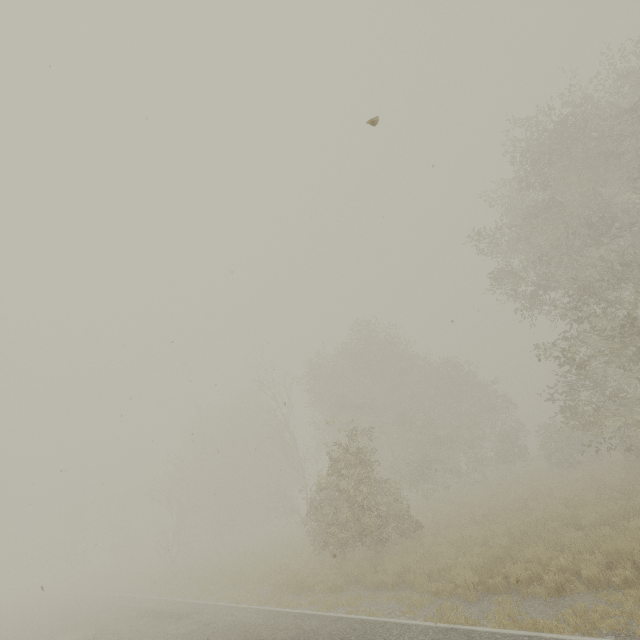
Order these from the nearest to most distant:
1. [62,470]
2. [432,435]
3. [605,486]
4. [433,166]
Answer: [433,166]
[62,470]
[605,486]
[432,435]
